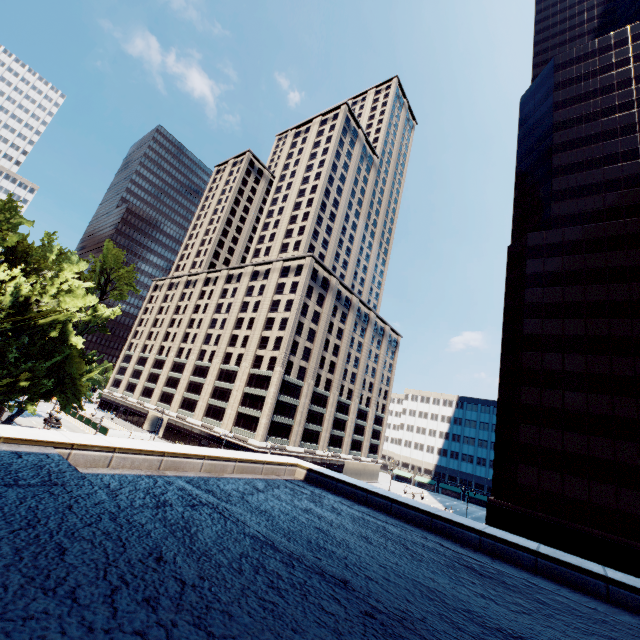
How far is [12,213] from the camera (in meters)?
27.48
